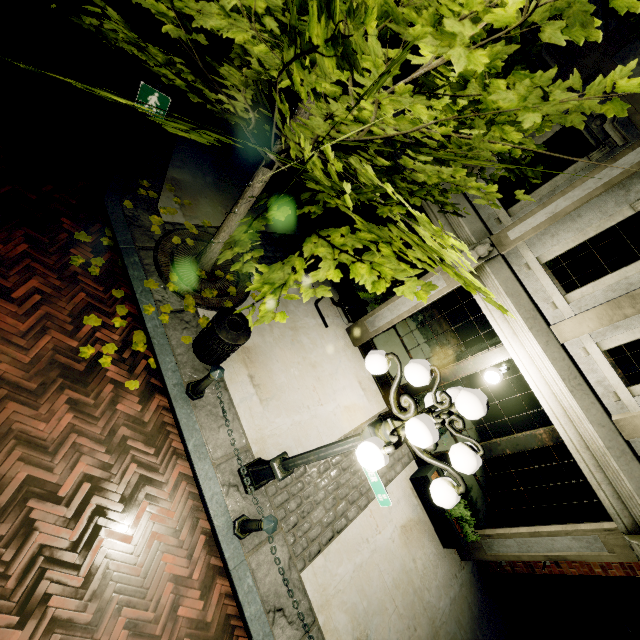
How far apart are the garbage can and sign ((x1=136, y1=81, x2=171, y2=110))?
3.0 meters

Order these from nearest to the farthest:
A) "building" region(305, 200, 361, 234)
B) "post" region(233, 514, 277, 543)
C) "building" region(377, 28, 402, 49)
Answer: "post" region(233, 514, 277, 543), "building" region(377, 28, 402, 49), "building" region(305, 200, 361, 234)

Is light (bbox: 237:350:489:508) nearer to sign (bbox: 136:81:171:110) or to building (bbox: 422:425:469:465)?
building (bbox: 422:425:469:465)

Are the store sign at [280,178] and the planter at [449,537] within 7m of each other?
no

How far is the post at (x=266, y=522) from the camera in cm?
382

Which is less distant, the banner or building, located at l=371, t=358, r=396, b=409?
the banner

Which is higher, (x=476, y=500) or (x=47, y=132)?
(x=476, y=500)

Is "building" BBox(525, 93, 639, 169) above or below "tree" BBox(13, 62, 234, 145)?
above
